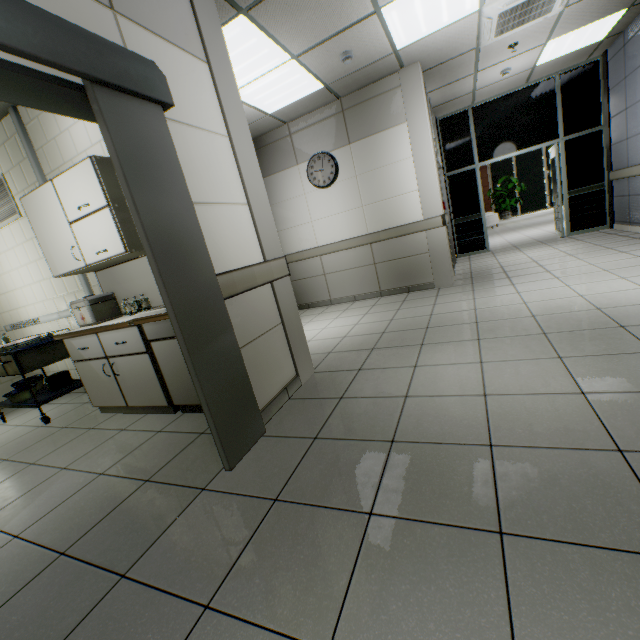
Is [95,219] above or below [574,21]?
below

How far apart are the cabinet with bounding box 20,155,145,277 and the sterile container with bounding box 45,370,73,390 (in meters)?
1.35

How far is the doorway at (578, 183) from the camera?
6.4 meters

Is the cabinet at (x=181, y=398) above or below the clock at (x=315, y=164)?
below

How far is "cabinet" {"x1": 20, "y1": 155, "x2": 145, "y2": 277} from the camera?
2.7m

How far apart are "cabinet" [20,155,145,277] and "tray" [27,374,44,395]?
1.5 meters

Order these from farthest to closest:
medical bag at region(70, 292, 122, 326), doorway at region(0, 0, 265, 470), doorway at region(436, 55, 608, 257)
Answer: doorway at region(436, 55, 608, 257), medical bag at region(70, 292, 122, 326), doorway at region(0, 0, 265, 470)

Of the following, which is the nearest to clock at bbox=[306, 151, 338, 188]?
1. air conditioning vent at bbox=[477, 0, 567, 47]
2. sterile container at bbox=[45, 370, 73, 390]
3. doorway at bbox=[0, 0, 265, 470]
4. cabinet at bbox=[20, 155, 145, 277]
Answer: air conditioning vent at bbox=[477, 0, 567, 47]
